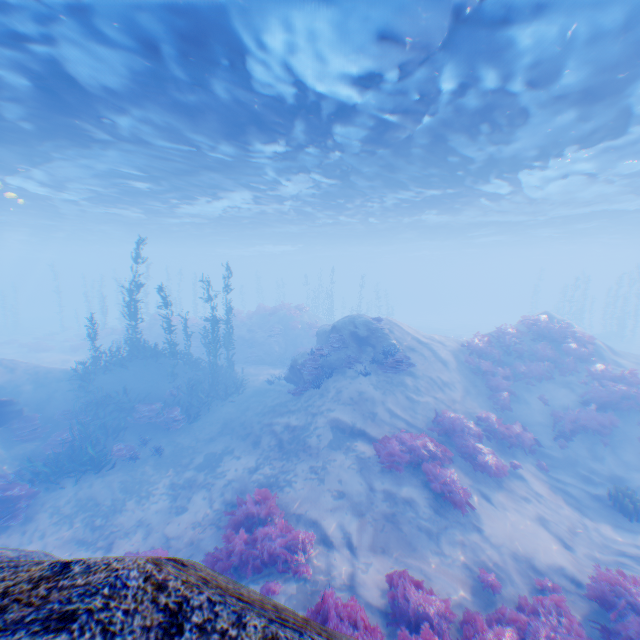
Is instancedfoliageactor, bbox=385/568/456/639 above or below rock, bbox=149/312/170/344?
below

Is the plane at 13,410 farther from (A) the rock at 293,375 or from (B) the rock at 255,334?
(B) the rock at 255,334

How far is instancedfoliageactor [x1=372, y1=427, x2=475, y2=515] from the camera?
9.2 meters

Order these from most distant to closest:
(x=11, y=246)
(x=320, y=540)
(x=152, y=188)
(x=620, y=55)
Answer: (x=11, y=246) < (x=152, y=188) < (x=620, y=55) < (x=320, y=540)

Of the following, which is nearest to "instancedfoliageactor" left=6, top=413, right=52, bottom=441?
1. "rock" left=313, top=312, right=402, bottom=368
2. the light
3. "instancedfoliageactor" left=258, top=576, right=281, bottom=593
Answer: "rock" left=313, top=312, right=402, bottom=368

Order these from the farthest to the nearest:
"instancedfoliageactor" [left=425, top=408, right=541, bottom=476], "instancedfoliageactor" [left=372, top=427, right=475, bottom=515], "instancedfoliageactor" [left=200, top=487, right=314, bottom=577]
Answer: "instancedfoliageactor" [left=425, top=408, right=541, bottom=476], "instancedfoliageactor" [left=372, top=427, right=475, bottom=515], "instancedfoliageactor" [left=200, top=487, right=314, bottom=577]

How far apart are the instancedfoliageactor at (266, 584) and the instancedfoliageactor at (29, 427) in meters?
12.7 m

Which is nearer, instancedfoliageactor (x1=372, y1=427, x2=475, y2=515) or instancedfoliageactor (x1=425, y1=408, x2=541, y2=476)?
instancedfoliageactor (x1=372, y1=427, x2=475, y2=515)
